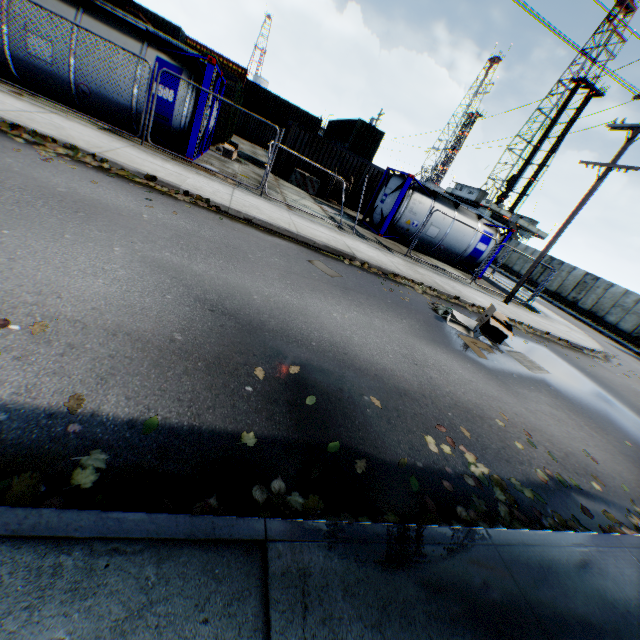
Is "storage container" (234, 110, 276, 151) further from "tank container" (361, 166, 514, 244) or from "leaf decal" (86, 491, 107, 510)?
"leaf decal" (86, 491, 107, 510)

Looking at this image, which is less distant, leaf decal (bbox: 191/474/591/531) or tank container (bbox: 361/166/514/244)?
leaf decal (bbox: 191/474/591/531)

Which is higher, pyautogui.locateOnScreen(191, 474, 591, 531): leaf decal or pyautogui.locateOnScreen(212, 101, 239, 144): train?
pyautogui.locateOnScreen(212, 101, 239, 144): train

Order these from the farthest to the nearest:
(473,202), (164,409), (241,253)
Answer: (473,202)
(241,253)
(164,409)

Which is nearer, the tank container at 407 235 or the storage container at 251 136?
the tank container at 407 235

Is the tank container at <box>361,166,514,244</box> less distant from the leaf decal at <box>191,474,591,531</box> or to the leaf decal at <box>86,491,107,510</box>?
the leaf decal at <box>191,474,591,531</box>

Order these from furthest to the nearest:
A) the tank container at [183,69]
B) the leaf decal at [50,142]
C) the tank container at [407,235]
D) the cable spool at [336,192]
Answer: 1. the cable spool at [336,192]
2. the tank container at [407,235]
3. the tank container at [183,69]
4. the leaf decal at [50,142]

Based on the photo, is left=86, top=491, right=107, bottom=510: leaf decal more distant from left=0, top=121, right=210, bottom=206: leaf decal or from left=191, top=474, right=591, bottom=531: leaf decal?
left=0, top=121, right=210, bottom=206: leaf decal
